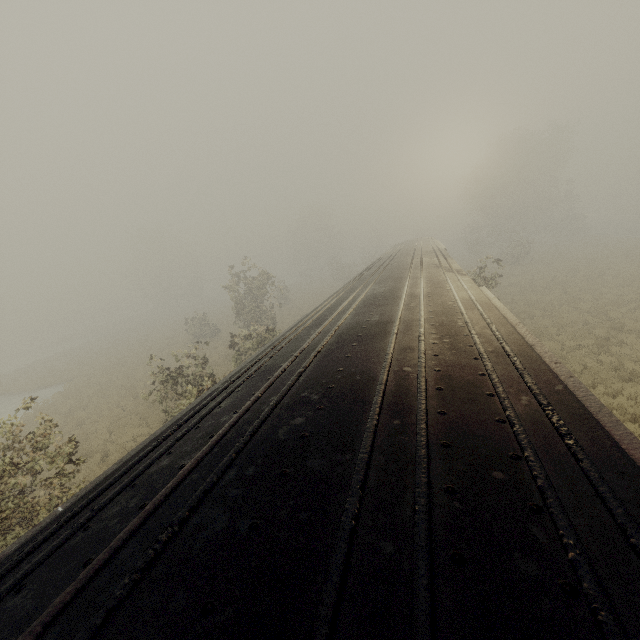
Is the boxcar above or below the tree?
above

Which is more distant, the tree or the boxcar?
the tree

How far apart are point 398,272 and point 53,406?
24.99m

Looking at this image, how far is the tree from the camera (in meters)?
48.84

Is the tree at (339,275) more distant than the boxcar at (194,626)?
Yes

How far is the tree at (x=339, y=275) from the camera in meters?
48.8 m
